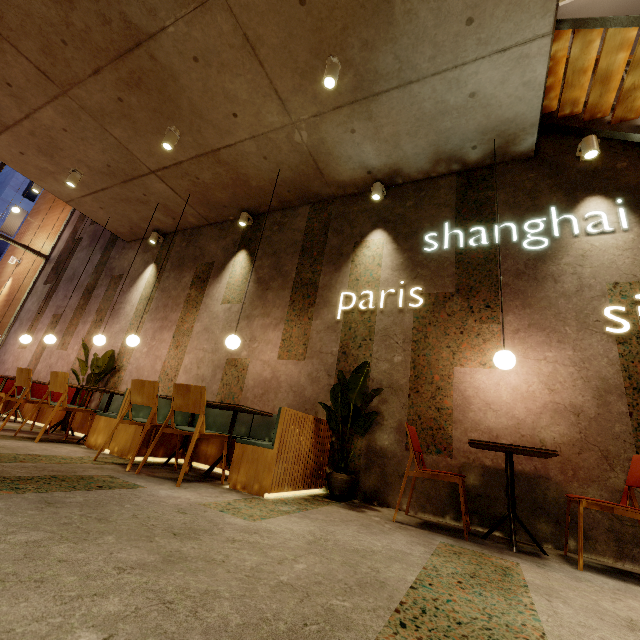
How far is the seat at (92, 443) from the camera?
4.1m

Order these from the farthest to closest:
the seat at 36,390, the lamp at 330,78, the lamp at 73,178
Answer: the seat at 36,390
the lamp at 73,178
the lamp at 330,78

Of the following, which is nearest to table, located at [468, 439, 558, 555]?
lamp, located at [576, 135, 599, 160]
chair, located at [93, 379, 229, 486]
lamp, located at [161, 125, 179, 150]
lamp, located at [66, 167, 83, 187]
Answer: chair, located at [93, 379, 229, 486]

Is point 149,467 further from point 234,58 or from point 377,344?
point 234,58

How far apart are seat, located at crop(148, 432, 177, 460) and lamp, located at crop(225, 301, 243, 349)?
1.0 meters

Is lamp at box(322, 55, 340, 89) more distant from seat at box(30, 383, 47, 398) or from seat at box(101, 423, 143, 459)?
seat at box(30, 383, 47, 398)

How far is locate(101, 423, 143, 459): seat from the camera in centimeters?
379cm
